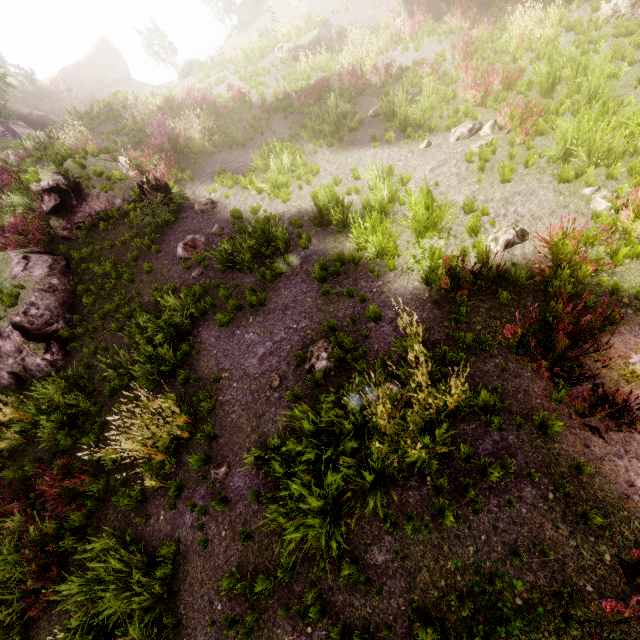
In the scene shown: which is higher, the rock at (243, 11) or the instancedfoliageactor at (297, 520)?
the rock at (243, 11)

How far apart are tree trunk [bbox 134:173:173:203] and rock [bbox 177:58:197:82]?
24.4 meters

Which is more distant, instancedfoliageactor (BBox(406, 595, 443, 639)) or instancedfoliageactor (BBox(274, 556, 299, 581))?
instancedfoliageactor (BBox(274, 556, 299, 581))

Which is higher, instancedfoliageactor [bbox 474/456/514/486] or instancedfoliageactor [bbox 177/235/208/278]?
instancedfoliageactor [bbox 177/235/208/278]

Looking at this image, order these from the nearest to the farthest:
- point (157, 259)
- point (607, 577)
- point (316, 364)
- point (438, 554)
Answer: point (607, 577)
point (438, 554)
point (316, 364)
point (157, 259)

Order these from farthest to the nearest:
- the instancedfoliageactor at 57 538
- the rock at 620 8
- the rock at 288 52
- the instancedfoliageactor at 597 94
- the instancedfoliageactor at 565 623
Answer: the rock at 288 52, the rock at 620 8, the instancedfoliageactor at 597 94, the instancedfoliageactor at 57 538, the instancedfoliageactor at 565 623

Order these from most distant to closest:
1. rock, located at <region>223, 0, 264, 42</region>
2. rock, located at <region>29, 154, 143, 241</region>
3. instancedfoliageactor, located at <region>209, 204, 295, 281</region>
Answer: rock, located at <region>223, 0, 264, 42</region> < rock, located at <region>29, 154, 143, 241</region> < instancedfoliageactor, located at <region>209, 204, 295, 281</region>
